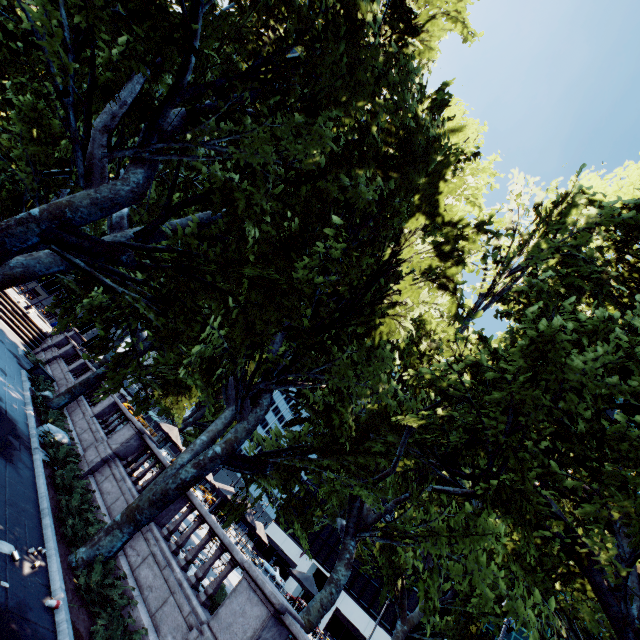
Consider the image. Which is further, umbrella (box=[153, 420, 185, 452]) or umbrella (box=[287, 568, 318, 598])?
umbrella (box=[153, 420, 185, 452])

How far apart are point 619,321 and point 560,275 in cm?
926

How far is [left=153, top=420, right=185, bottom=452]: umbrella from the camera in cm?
2205

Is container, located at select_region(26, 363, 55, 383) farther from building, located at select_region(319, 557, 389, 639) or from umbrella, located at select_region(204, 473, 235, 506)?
building, located at select_region(319, 557, 389, 639)

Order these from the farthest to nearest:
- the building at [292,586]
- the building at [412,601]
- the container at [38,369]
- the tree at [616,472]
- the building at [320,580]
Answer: the building at [320,580]
the building at [292,586]
the building at [412,601]
the container at [38,369]
the tree at [616,472]

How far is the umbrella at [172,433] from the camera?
22.05m

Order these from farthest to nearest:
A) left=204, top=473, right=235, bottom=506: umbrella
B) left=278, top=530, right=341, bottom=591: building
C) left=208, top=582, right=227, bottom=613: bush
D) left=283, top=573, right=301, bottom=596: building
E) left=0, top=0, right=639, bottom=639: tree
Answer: left=278, top=530, right=341, bottom=591: building, left=283, top=573, right=301, bottom=596: building, left=204, top=473, right=235, bottom=506: umbrella, left=208, top=582, right=227, bottom=613: bush, left=0, top=0, right=639, bottom=639: tree

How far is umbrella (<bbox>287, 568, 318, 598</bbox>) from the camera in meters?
19.1
